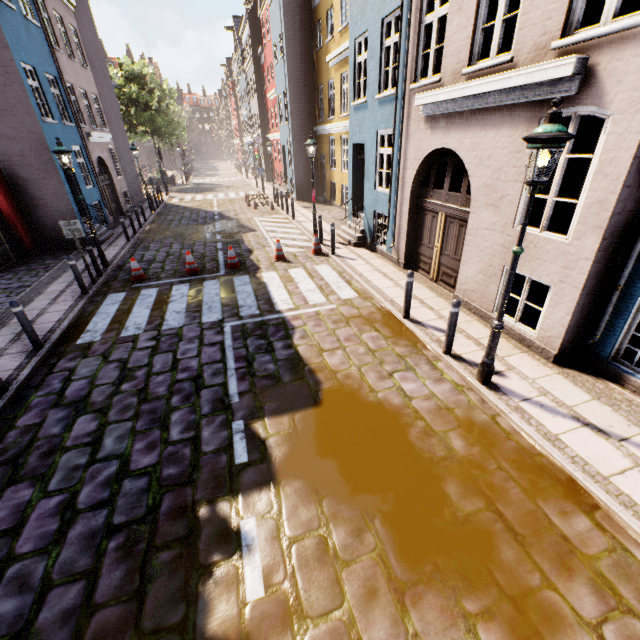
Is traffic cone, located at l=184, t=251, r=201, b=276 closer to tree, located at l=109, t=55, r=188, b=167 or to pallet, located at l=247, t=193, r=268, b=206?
pallet, located at l=247, t=193, r=268, b=206

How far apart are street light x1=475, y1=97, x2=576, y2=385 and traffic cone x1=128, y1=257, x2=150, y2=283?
9.84m

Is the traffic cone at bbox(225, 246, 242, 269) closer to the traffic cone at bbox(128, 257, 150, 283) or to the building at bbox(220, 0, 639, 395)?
the traffic cone at bbox(128, 257, 150, 283)

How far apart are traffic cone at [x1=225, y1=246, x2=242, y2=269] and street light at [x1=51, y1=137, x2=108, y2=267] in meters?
4.3

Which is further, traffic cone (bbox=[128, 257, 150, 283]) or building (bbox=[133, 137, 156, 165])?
building (bbox=[133, 137, 156, 165])

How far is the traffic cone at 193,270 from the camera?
10.5m

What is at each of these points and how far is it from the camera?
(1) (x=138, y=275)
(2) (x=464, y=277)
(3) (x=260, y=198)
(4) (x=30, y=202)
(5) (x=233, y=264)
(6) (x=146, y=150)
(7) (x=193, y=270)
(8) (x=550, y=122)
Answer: (1) traffic cone, 10.21m
(2) building, 7.50m
(3) pallet, 22.55m
(4) building, 12.77m
(5) traffic cone, 10.88m
(6) building, 58.06m
(7) traffic cone, 10.57m
(8) street light, 3.51m

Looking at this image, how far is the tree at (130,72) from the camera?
30.8m
